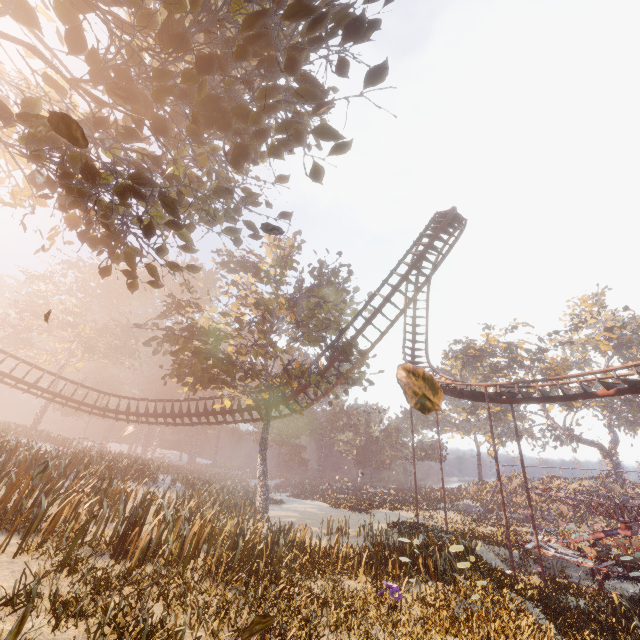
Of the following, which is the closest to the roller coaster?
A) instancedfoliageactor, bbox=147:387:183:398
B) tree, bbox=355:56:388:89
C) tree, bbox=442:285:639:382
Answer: tree, bbox=355:56:388:89

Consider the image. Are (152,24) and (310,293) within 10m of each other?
no

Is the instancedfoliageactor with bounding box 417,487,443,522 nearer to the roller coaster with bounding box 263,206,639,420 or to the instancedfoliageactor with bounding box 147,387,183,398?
the instancedfoliageactor with bounding box 147,387,183,398

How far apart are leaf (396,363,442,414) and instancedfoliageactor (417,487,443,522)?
47.6m

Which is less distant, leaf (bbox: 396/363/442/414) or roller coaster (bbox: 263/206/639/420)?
leaf (bbox: 396/363/442/414)

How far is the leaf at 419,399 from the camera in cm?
196

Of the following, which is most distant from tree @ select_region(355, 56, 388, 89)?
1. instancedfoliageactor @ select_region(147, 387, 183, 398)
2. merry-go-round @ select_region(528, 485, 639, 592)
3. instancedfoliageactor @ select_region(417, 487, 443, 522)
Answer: instancedfoliageactor @ select_region(417, 487, 443, 522)

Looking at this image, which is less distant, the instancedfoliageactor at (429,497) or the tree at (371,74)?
the tree at (371,74)
